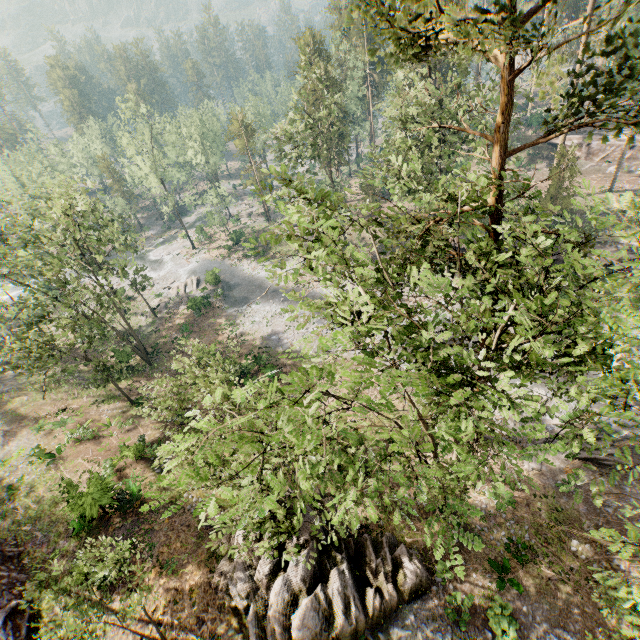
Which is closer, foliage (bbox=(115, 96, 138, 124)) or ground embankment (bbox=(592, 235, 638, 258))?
ground embankment (bbox=(592, 235, 638, 258))

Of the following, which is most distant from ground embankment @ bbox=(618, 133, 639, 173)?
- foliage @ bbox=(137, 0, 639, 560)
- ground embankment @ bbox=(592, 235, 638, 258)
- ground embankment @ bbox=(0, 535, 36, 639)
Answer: ground embankment @ bbox=(0, 535, 36, 639)

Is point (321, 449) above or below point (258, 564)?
above

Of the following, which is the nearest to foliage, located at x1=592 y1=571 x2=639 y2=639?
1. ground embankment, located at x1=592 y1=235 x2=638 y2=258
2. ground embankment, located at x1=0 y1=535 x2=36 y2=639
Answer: ground embankment, located at x1=592 y1=235 x2=638 y2=258

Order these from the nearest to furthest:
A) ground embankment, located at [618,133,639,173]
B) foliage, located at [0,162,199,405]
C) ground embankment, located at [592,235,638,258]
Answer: foliage, located at [0,162,199,405] < ground embankment, located at [592,235,638,258] < ground embankment, located at [618,133,639,173]

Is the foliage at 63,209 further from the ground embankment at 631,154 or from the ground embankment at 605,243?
the ground embankment at 631,154
